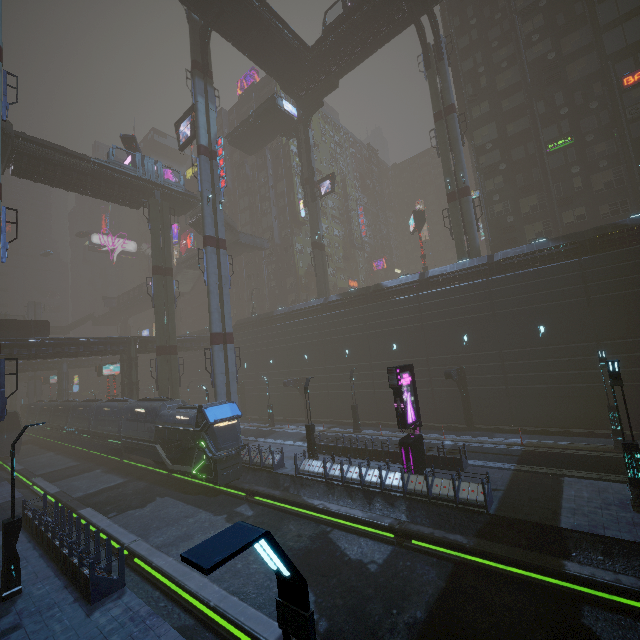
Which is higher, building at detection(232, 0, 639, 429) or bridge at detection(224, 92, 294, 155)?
bridge at detection(224, 92, 294, 155)

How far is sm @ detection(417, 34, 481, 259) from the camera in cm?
3152

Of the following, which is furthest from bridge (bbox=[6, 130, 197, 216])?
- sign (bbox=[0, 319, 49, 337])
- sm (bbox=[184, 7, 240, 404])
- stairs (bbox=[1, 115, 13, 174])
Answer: sign (bbox=[0, 319, 49, 337])

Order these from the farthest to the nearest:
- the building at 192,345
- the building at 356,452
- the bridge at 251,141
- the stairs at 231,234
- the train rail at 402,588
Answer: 1. the stairs at 231,234
2. the building at 192,345
3. the bridge at 251,141
4. the building at 356,452
5. the train rail at 402,588

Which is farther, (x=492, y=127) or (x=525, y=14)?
(x=492, y=127)

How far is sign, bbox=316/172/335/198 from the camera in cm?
4228

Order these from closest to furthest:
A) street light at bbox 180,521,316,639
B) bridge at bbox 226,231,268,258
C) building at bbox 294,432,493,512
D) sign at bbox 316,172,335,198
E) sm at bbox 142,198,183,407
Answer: street light at bbox 180,521,316,639
building at bbox 294,432,493,512
sm at bbox 142,198,183,407
sign at bbox 316,172,335,198
bridge at bbox 226,231,268,258

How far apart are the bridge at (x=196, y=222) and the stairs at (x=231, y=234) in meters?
0.0 m
